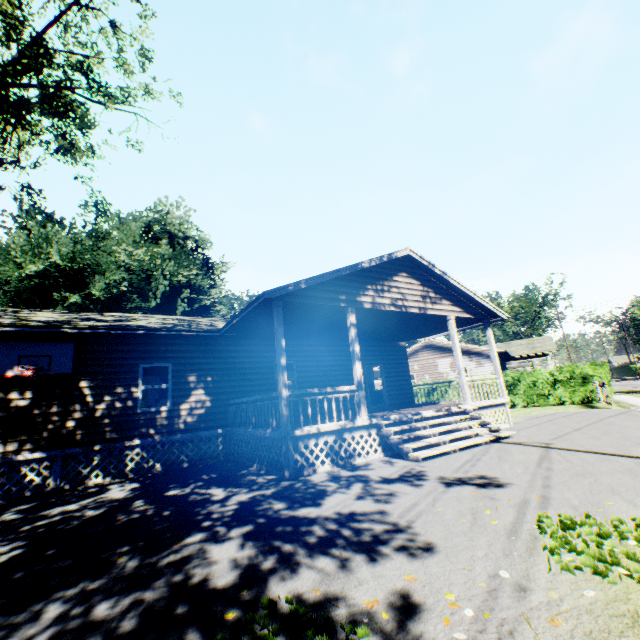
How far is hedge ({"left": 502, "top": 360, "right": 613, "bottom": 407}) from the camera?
19.1m

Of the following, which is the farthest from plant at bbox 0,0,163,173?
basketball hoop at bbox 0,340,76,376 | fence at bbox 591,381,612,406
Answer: fence at bbox 591,381,612,406

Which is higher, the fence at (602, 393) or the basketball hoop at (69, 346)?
the basketball hoop at (69, 346)

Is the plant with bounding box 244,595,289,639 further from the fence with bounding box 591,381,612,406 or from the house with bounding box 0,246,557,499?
the fence with bounding box 591,381,612,406

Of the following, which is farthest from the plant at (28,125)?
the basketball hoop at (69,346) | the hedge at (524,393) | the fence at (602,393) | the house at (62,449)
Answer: the fence at (602,393)

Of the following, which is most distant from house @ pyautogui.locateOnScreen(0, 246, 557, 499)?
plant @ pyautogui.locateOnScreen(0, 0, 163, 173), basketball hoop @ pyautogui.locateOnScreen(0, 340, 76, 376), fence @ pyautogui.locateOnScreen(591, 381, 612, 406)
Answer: plant @ pyautogui.locateOnScreen(0, 0, 163, 173)

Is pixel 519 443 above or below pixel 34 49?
below

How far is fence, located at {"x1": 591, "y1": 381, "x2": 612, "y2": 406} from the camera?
15.8m
